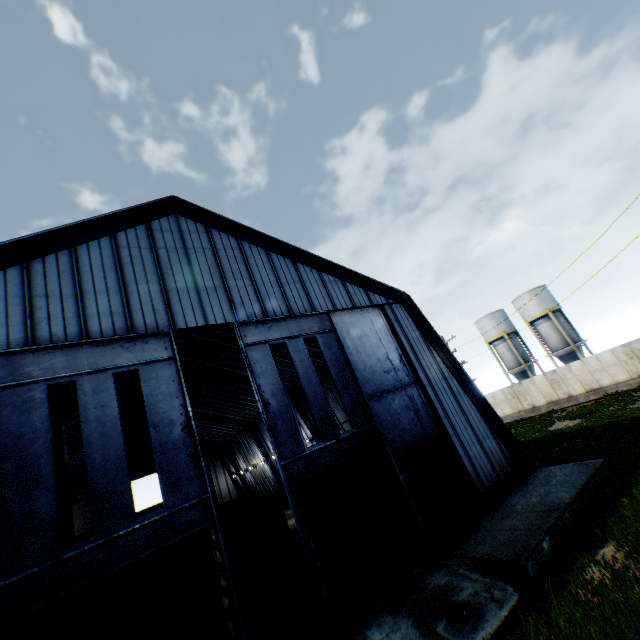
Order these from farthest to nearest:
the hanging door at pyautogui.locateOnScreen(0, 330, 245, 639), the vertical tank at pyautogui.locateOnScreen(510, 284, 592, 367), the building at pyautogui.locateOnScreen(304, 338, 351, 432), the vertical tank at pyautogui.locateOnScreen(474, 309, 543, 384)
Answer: the vertical tank at pyautogui.locateOnScreen(474, 309, 543, 384) → the vertical tank at pyautogui.locateOnScreen(510, 284, 592, 367) → the building at pyautogui.locateOnScreen(304, 338, 351, 432) → the hanging door at pyautogui.locateOnScreen(0, 330, 245, 639)

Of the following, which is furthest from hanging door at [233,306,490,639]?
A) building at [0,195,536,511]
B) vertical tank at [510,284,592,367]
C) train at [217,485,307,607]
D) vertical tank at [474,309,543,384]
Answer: vertical tank at [474,309,543,384]

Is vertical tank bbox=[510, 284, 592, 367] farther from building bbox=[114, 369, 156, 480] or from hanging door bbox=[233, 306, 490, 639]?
hanging door bbox=[233, 306, 490, 639]

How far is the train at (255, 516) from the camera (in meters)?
15.32

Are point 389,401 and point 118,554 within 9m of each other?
no

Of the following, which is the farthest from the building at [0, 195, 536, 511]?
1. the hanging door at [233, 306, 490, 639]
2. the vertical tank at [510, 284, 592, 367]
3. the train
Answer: the vertical tank at [510, 284, 592, 367]

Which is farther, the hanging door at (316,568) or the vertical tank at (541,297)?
the vertical tank at (541,297)

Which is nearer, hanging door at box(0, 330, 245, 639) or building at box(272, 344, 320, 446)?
hanging door at box(0, 330, 245, 639)
